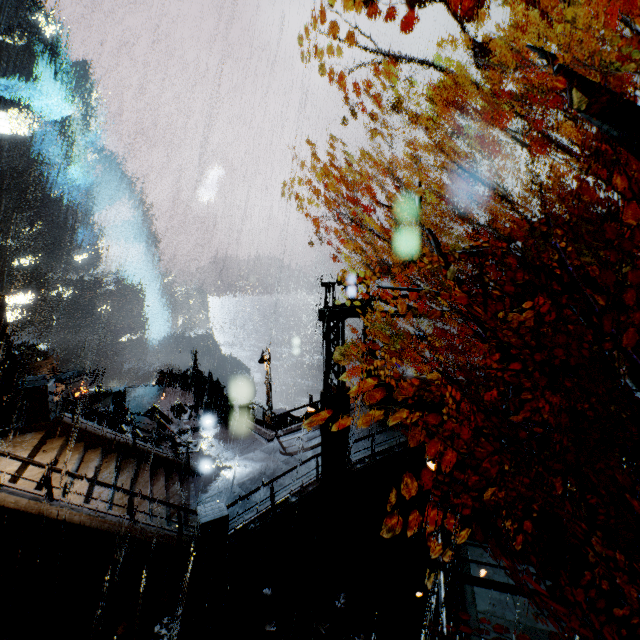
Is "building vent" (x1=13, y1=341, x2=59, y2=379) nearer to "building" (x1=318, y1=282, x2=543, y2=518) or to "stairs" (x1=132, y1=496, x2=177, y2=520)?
"building" (x1=318, y1=282, x2=543, y2=518)

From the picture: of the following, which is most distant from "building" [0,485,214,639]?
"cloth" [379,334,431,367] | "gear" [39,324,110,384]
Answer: "cloth" [379,334,431,367]

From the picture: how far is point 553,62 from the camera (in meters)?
2.73

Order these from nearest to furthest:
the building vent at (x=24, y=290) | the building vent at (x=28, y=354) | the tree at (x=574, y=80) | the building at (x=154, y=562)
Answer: the tree at (x=574, y=80)
the building at (x=154, y=562)
the building vent at (x=28, y=354)
the building vent at (x=24, y=290)

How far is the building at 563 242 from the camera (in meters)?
10.81

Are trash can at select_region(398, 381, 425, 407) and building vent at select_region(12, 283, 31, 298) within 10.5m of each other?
no

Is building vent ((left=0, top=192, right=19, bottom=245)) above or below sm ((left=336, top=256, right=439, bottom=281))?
above

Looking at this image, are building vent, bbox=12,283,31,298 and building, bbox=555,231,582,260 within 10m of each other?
no
